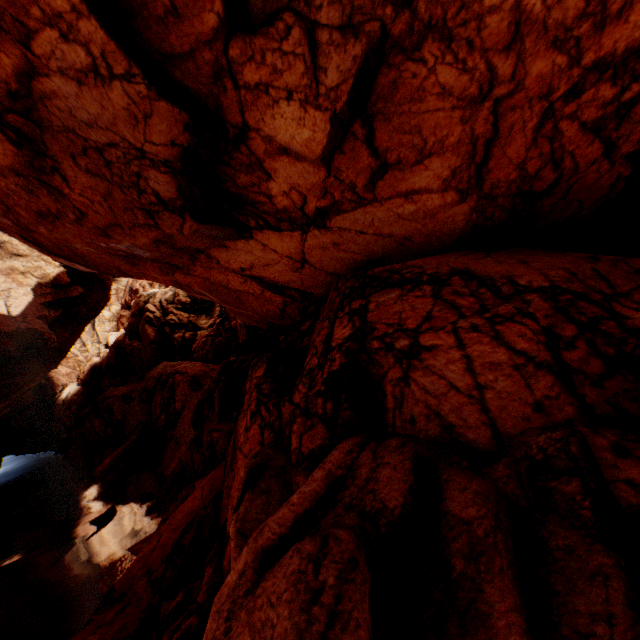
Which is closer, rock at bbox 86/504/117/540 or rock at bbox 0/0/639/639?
rock at bbox 0/0/639/639

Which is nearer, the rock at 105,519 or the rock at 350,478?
the rock at 350,478

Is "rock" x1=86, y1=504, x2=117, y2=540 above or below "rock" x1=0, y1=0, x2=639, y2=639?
below

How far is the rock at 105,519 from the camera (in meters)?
17.55

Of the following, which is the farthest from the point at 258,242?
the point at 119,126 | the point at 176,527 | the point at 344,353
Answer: the point at 176,527

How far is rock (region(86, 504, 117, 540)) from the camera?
17.5 meters
